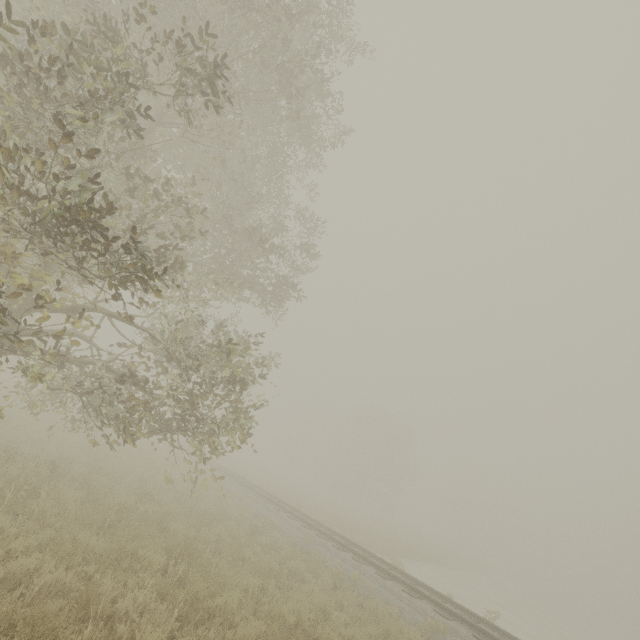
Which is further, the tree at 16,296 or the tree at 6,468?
the tree at 6,468

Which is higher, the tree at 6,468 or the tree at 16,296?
the tree at 16,296

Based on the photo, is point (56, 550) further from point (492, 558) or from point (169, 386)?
point (492, 558)

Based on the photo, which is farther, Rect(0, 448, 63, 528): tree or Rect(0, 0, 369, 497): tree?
Rect(0, 448, 63, 528): tree

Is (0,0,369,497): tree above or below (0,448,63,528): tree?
above
